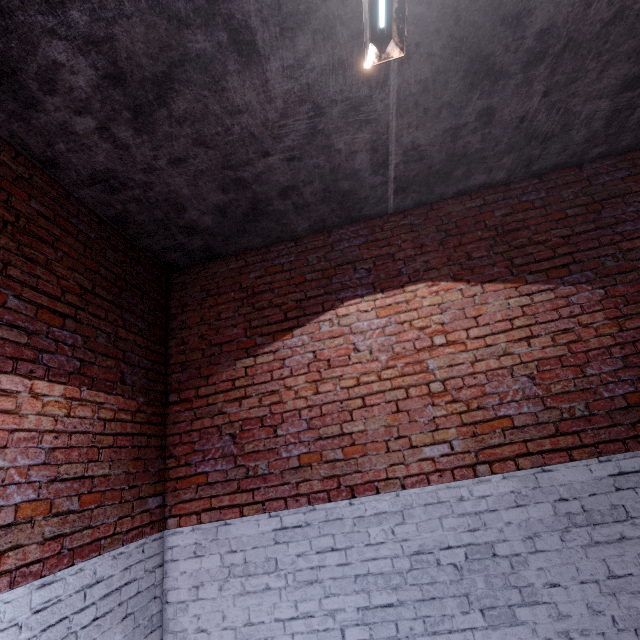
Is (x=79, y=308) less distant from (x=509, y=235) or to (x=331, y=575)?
(x=331, y=575)
